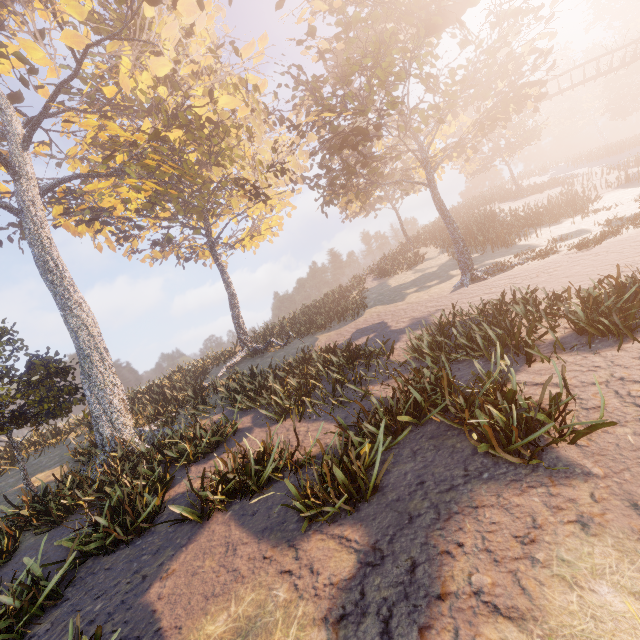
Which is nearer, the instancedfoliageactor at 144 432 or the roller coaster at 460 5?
the instancedfoliageactor at 144 432

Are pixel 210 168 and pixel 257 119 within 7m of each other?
yes

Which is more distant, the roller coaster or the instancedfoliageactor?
the roller coaster
